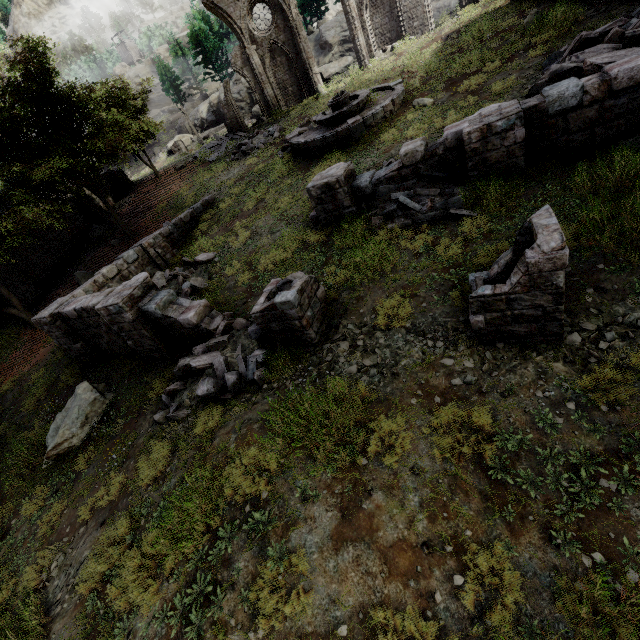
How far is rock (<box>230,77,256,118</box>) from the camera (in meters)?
40.06

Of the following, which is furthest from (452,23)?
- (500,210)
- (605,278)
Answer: (605,278)

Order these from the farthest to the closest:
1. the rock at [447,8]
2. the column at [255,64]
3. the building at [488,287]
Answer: the rock at [447,8] < the column at [255,64] < the building at [488,287]

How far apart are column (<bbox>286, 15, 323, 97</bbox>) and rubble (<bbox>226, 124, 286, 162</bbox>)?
6.2 meters

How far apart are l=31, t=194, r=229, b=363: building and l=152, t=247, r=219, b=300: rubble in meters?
0.6 m

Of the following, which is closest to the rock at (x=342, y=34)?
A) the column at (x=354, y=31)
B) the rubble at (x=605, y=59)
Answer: the column at (x=354, y=31)

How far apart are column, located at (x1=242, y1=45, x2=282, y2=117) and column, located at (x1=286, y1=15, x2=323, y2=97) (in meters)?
2.54

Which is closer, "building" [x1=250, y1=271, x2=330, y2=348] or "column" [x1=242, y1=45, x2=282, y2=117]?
"building" [x1=250, y1=271, x2=330, y2=348]
